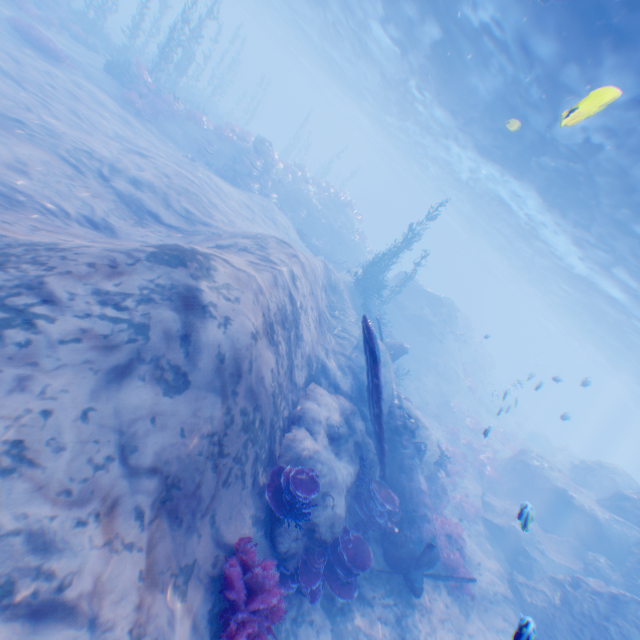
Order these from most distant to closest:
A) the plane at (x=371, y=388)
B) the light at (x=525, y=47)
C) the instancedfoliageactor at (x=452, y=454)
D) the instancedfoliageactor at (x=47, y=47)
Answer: the instancedfoliageactor at (x=47, y=47) < the instancedfoliageactor at (x=452, y=454) < the light at (x=525, y=47) < the plane at (x=371, y=388)

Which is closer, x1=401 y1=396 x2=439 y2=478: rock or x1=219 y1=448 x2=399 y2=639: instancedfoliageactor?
x1=219 y1=448 x2=399 y2=639: instancedfoliageactor

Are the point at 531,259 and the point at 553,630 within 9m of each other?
no

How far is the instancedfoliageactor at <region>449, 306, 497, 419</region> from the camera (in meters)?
29.02

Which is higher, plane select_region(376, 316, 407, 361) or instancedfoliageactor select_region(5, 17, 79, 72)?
plane select_region(376, 316, 407, 361)

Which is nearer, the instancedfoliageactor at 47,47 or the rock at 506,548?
the rock at 506,548

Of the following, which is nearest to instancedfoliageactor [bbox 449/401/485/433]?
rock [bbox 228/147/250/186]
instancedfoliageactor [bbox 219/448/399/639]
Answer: instancedfoliageactor [bbox 219/448/399/639]

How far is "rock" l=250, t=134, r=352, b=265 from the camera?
23.36m
